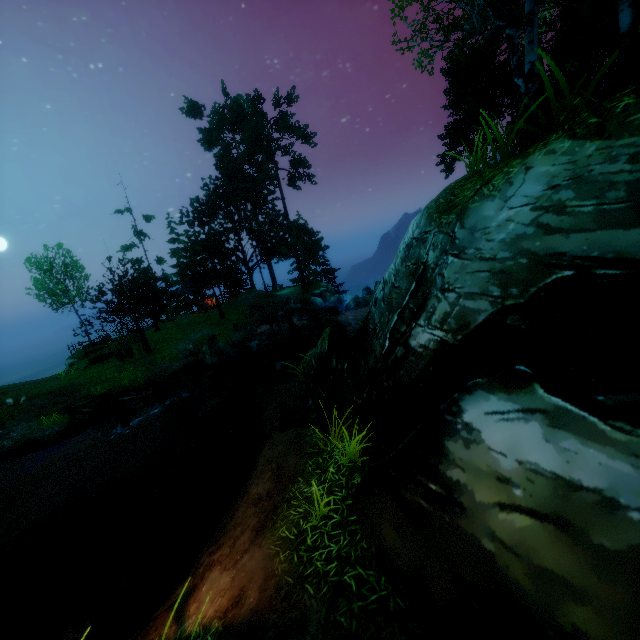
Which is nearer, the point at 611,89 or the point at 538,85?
the point at 538,85

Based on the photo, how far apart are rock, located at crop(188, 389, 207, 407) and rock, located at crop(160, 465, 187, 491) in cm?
376

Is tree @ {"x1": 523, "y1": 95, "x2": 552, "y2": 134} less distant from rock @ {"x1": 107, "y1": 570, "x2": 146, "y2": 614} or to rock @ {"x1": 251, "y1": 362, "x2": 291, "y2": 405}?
rock @ {"x1": 251, "y1": 362, "x2": 291, "y2": 405}

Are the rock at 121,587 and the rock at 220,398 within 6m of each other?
no

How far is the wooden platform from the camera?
13.7m

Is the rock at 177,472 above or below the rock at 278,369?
below

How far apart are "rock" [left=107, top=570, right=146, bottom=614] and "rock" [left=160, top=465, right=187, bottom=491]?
5.7 meters

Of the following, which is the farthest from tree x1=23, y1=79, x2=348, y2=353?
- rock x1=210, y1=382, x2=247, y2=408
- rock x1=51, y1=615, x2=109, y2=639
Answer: rock x1=51, y1=615, x2=109, y2=639
